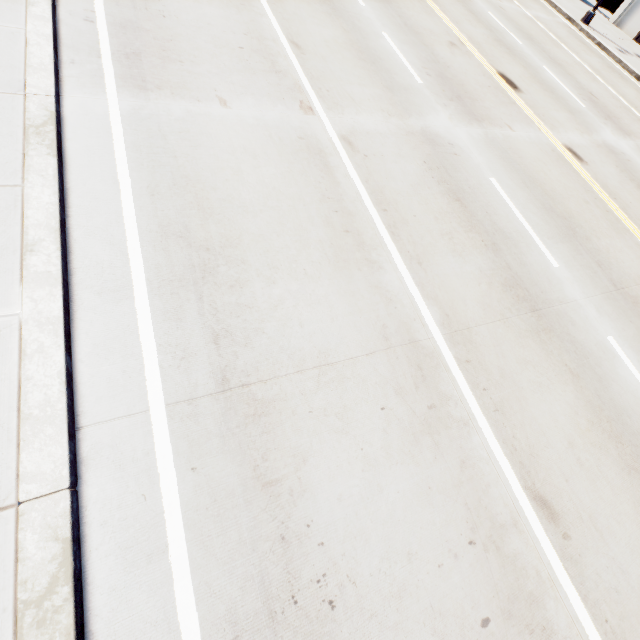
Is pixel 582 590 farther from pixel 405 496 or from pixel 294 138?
pixel 294 138
